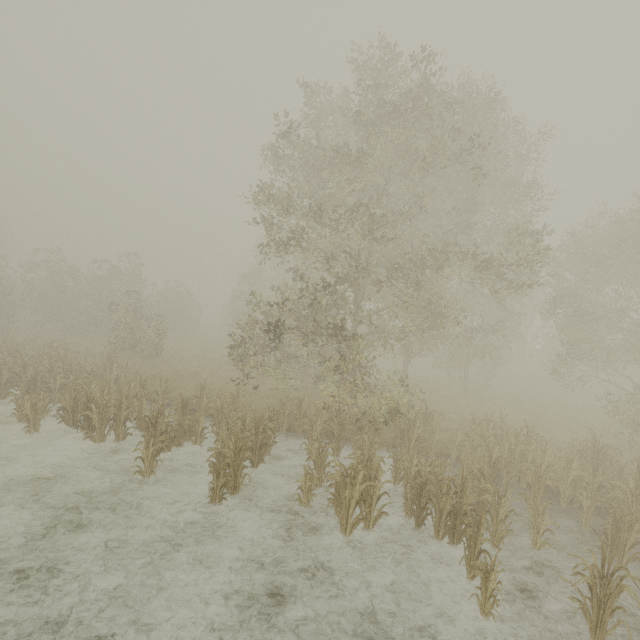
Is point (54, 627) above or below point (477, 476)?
below
